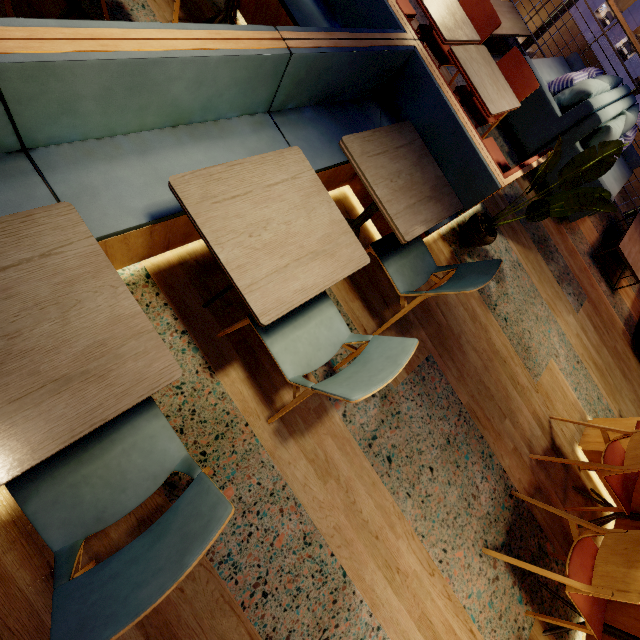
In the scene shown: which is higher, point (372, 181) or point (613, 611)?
point (372, 181)

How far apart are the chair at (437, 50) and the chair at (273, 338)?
2.8m

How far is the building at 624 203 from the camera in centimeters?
2305cm

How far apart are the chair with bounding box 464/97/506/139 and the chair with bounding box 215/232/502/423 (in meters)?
2.62

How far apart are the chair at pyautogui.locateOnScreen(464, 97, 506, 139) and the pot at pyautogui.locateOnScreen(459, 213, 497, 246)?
0.8m

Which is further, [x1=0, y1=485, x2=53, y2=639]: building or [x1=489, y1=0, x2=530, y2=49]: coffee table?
[x1=489, y1=0, x2=530, y2=49]: coffee table

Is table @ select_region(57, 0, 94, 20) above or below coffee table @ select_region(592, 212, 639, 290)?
below

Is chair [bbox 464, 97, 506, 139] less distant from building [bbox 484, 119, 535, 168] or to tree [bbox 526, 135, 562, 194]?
building [bbox 484, 119, 535, 168]
